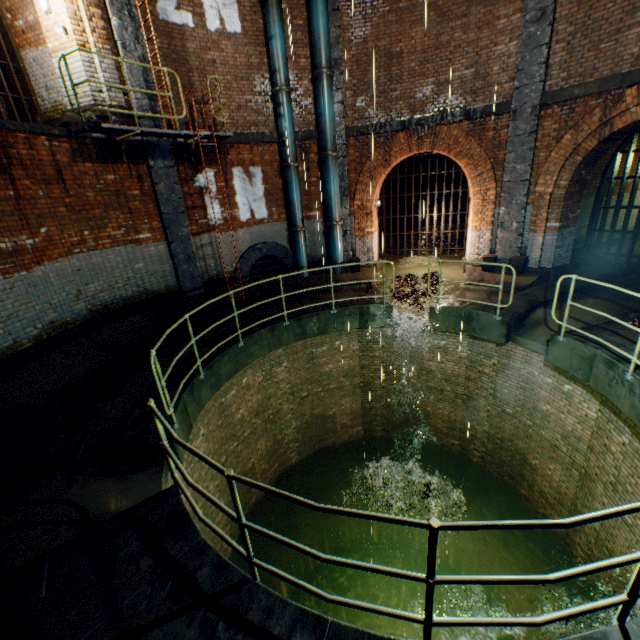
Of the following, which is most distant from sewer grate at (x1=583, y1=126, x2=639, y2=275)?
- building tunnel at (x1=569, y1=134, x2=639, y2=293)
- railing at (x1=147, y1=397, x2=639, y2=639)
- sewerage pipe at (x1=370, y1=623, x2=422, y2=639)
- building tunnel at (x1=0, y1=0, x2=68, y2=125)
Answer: building tunnel at (x1=0, y1=0, x2=68, y2=125)

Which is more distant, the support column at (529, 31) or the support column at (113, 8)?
the support column at (529, 31)

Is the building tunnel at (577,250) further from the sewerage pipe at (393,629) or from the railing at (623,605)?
the sewerage pipe at (393,629)

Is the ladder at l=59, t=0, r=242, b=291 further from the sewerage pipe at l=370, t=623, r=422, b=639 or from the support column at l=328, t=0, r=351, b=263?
the sewerage pipe at l=370, t=623, r=422, b=639

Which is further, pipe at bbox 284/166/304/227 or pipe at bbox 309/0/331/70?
pipe at bbox 284/166/304/227

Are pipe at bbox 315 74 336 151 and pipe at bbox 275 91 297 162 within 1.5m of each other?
yes

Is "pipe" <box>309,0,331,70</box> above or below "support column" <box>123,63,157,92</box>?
above

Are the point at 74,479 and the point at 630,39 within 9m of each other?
no
